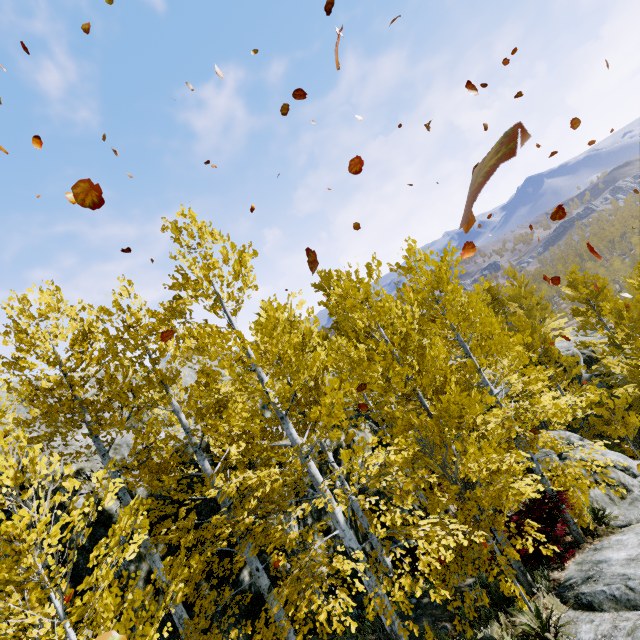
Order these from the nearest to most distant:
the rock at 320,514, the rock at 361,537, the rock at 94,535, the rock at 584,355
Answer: the rock at 94,535, the rock at 320,514, the rock at 361,537, the rock at 584,355

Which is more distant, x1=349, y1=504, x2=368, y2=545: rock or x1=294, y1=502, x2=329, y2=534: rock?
x1=349, y1=504, x2=368, y2=545: rock

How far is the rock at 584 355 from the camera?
21.36m

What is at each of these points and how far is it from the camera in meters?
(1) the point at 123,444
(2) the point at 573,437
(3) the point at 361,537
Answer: (1) rock, 9.1
(2) rock, 13.8
(3) rock, 11.2

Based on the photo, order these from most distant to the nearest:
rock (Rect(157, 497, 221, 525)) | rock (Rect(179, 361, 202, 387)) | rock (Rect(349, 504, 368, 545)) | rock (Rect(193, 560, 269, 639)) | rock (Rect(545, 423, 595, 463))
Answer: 1. rock (Rect(179, 361, 202, 387))
2. rock (Rect(545, 423, 595, 463))
3. rock (Rect(349, 504, 368, 545))
4. rock (Rect(157, 497, 221, 525))
5. rock (Rect(193, 560, 269, 639))

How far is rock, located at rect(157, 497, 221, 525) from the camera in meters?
8.4 m
